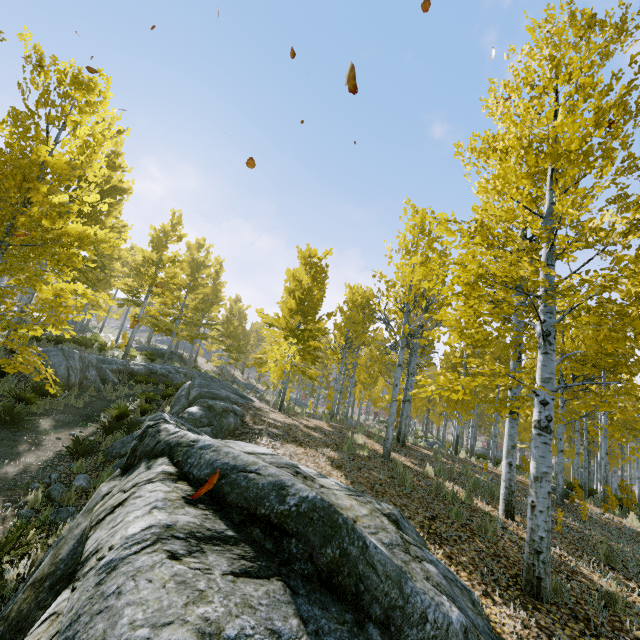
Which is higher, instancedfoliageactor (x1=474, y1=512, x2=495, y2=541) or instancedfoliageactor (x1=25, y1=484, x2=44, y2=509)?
instancedfoliageactor (x1=474, y1=512, x2=495, y2=541)

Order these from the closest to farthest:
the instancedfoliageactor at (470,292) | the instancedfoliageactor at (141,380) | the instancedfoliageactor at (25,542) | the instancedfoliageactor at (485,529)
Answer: the instancedfoliageactor at (25,542), the instancedfoliageactor at (470,292), the instancedfoliageactor at (485,529), the instancedfoliageactor at (141,380)

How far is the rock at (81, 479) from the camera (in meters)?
6.62

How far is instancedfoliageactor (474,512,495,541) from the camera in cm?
546

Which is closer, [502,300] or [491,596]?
[491,596]

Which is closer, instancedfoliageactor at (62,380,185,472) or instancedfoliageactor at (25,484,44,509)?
instancedfoliageactor at (25,484,44,509)

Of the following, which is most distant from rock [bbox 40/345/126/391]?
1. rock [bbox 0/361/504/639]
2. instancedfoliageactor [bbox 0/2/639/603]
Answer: rock [bbox 0/361/504/639]
